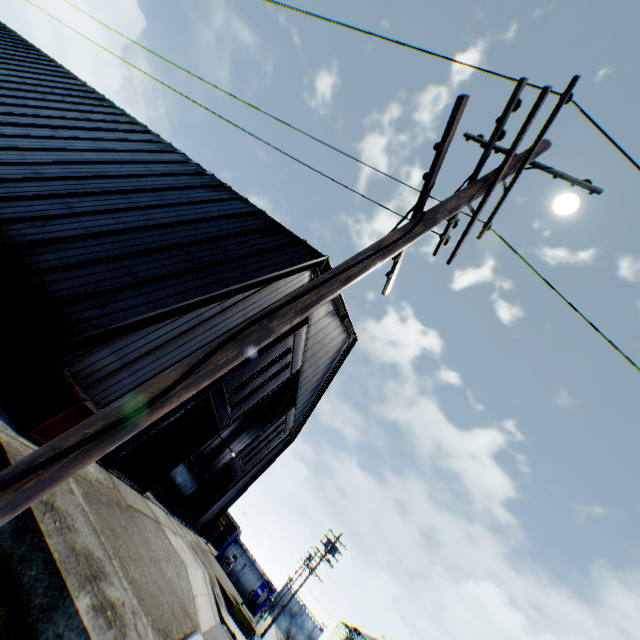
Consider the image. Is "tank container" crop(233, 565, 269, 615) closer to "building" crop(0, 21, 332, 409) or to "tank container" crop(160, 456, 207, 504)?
"building" crop(0, 21, 332, 409)

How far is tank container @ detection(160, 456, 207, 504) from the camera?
26.2 meters

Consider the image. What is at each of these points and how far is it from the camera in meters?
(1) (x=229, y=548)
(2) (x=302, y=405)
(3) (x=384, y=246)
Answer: (1) tank container, 35.5 m
(2) building, 27.3 m
(3) electric pole, 2.9 m

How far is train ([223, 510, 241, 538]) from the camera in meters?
Answer: 44.6

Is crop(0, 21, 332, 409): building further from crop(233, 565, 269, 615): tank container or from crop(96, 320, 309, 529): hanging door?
crop(233, 565, 269, 615): tank container

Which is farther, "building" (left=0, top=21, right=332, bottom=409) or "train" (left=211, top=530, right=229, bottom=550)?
"train" (left=211, top=530, right=229, bottom=550)

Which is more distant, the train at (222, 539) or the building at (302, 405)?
the train at (222, 539)

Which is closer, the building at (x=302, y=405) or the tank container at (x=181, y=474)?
the building at (x=302, y=405)
